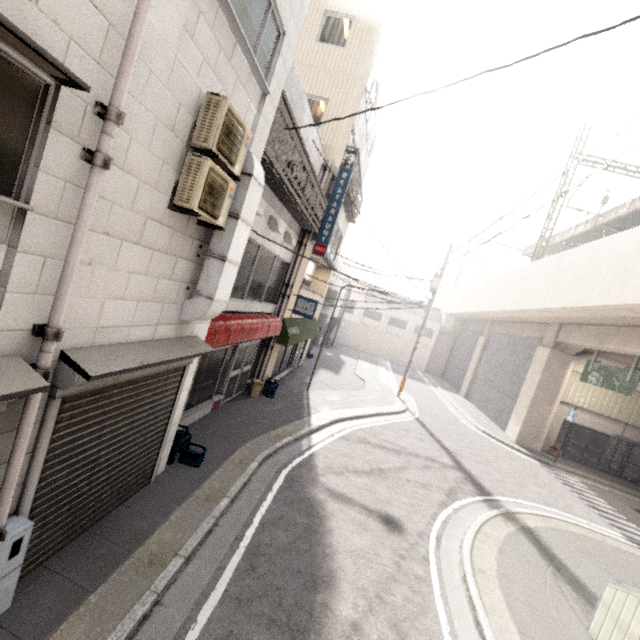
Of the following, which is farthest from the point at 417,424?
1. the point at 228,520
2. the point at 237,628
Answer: the point at 237,628

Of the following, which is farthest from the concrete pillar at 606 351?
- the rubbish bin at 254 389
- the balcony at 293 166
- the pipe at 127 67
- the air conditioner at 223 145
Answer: the pipe at 127 67

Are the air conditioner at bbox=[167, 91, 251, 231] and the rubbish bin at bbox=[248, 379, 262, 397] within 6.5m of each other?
no

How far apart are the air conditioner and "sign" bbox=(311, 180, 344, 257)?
7.11m

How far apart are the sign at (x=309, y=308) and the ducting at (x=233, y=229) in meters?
6.6

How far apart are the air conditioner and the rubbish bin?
7.58m

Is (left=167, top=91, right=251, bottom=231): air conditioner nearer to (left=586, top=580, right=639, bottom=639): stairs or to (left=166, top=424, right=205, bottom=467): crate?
(left=166, top=424, right=205, bottom=467): crate

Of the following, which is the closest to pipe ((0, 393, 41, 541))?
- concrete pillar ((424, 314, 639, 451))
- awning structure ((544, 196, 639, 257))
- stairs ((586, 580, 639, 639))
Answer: stairs ((586, 580, 639, 639))
